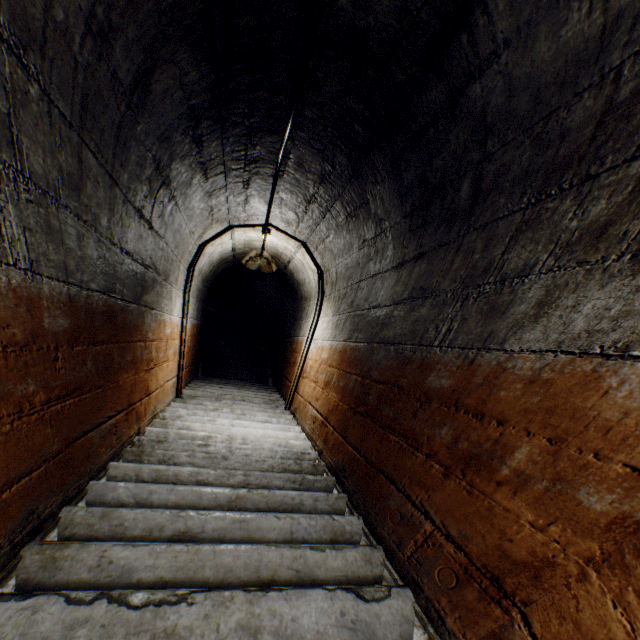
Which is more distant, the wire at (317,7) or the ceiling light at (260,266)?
the ceiling light at (260,266)

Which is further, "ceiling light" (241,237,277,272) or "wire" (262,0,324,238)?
"ceiling light" (241,237,277,272)

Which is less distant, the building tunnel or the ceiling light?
the building tunnel

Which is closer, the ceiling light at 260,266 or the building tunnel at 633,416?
the building tunnel at 633,416

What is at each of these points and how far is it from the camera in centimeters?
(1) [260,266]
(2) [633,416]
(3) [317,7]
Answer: (1) ceiling light, 396cm
(2) building tunnel, 80cm
(3) wire, 106cm

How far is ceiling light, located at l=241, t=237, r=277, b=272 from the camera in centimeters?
396cm

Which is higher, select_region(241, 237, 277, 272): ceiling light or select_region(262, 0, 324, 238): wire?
select_region(262, 0, 324, 238): wire
